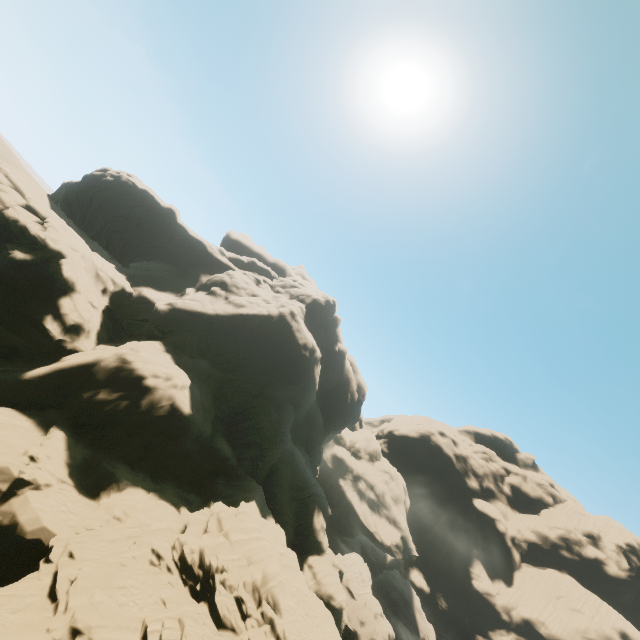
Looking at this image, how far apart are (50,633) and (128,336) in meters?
27.3
